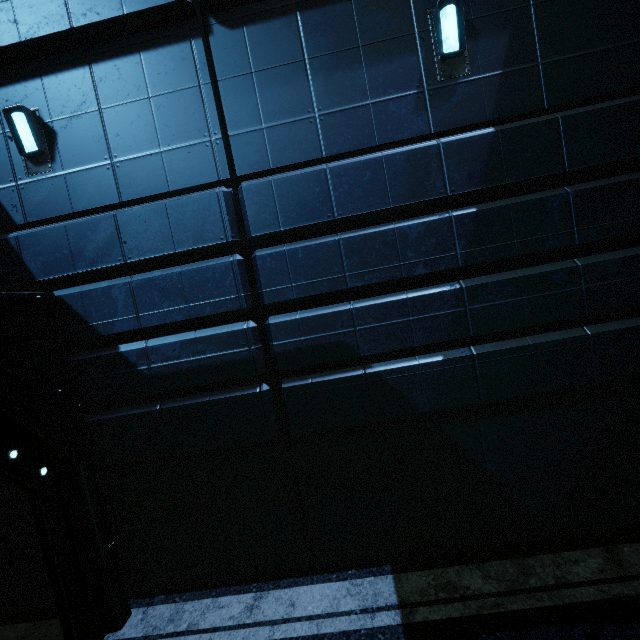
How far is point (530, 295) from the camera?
4.24m
